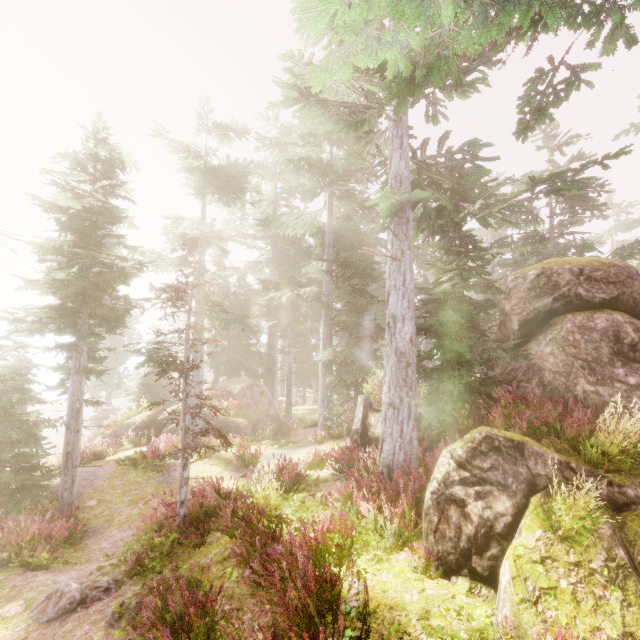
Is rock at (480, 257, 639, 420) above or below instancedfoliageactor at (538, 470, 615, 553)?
above

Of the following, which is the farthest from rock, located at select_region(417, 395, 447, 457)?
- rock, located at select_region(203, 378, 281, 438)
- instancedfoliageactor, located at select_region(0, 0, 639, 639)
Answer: rock, located at select_region(203, 378, 281, 438)

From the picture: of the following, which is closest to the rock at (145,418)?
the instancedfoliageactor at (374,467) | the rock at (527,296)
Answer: the instancedfoliageactor at (374,467)

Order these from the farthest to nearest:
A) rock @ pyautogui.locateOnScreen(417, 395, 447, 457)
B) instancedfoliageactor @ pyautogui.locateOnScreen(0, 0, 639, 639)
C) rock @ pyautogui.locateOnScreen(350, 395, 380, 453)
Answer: rock @ pyautogui.locateOnScreen(350, 395, 380, 453) < rock @ pyautogui.locateOnScreen(417, 395, 447, 457) < instancedfoliageactor @ pyautogui.locateOnScreen(0, 0, 639, 639)

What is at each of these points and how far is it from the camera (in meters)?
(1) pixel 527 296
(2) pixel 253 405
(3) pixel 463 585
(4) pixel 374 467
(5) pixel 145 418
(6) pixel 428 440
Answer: (1) rock, 10.16
(2) rock, 21.44
(3) rock, 4.64
(4) instancedfoliageactor, 7.66
(5) rock, 21.95
(6) rock, 10.12

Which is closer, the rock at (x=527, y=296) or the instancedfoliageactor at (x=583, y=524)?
the instancedfoliageactor at (x=583, y=524)

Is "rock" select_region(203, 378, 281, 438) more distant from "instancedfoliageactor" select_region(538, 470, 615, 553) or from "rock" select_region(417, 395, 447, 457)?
"rock" select_region(417, 395, 447, 457)
